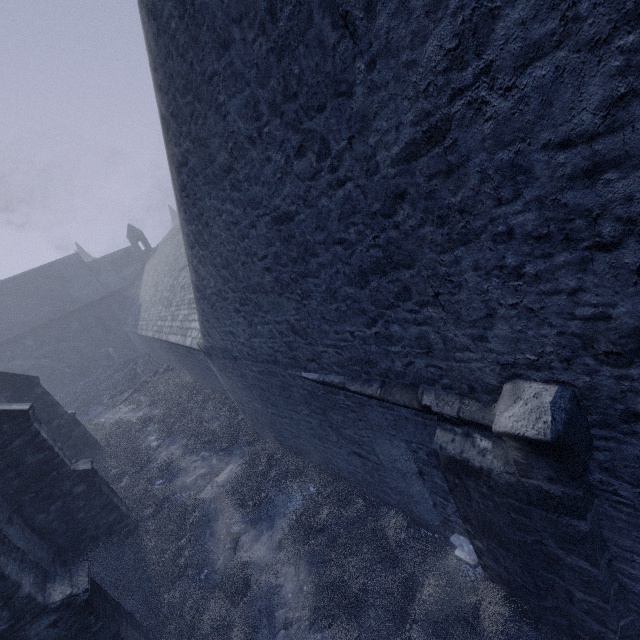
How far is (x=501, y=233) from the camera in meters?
1.9

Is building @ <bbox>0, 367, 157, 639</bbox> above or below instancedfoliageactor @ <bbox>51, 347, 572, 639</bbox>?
above

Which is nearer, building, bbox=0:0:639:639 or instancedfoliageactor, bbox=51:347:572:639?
building, bbox=0:0:639:639

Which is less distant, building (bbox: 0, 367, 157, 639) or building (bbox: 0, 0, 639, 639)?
building (bbox: 0, 0, 639, 639)

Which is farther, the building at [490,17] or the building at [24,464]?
the building at [24,464]

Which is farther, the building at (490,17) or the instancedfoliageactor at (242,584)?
Result: the instancedfoliageactor at (242,584)
